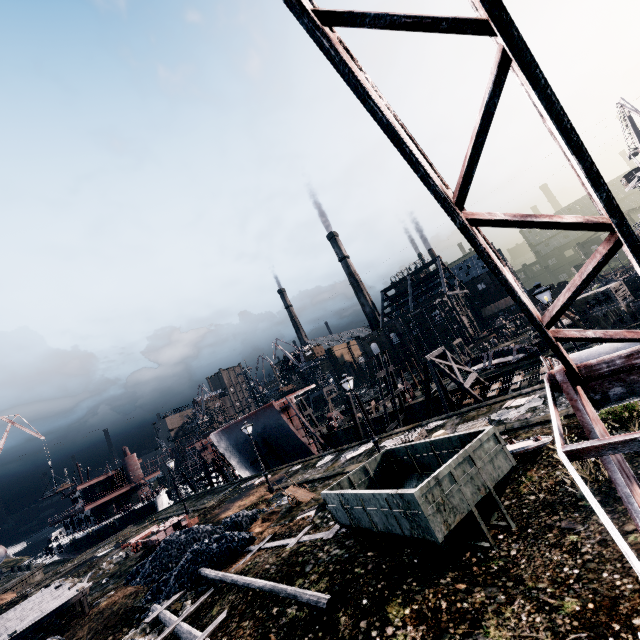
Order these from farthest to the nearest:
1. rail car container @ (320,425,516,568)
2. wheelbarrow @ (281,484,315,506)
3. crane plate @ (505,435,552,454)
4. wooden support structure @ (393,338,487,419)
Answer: wooden support structure @ (393,338,487,419) → wheelbarrow @ (281,484,315,506) → crane plate @ (505,435,552,454) → rail car container @ (320,425,516,568)

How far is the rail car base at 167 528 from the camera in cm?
2344

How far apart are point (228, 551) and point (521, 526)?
13.7m

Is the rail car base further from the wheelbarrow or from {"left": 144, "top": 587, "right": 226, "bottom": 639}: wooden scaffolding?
the wheelbarrow

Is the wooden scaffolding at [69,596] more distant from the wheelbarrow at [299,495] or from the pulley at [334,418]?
the pulley at [334,418]

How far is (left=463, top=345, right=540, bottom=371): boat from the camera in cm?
3177

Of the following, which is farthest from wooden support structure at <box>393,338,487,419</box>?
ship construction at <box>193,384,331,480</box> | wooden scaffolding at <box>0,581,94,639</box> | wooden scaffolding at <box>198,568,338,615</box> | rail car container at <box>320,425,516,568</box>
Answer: wooden scaffolding at <box>0,581,94,639</box>

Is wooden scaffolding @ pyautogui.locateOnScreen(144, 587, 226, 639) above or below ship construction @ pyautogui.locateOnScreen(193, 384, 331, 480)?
below
